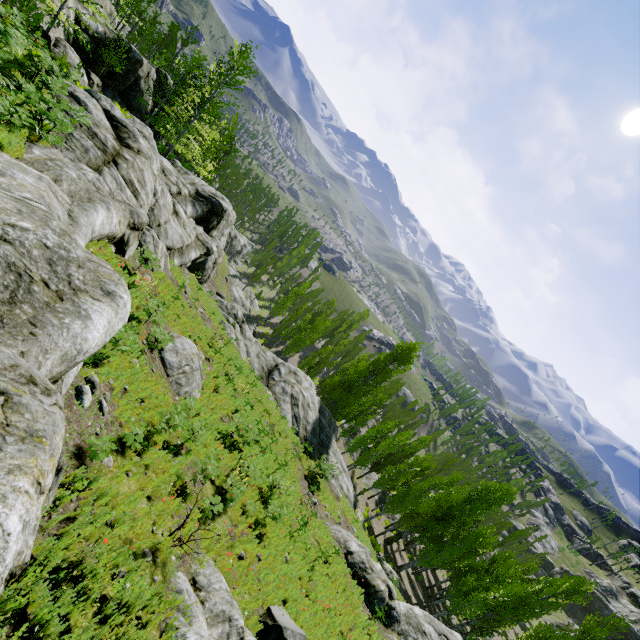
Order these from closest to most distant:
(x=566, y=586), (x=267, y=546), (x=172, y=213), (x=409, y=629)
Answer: (x=267, y=546)
(x=409, y=629)
(x=172, y=213)
(x=566, y=586)

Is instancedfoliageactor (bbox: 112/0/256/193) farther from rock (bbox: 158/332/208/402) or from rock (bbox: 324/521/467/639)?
rock (bbox: 324/521/467/639)

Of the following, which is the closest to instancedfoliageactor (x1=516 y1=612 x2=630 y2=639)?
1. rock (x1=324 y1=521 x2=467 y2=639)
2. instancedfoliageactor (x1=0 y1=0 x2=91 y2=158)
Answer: instancedfoliageactor (x1=0 y1=0 x2=91 y2=158)

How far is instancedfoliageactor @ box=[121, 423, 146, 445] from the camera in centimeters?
757cm

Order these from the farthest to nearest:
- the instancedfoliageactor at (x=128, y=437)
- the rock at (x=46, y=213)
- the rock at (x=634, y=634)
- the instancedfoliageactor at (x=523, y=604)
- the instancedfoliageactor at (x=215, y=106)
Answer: the rock at (x=634, y=634)
the instancedfoliageactor at (x=523, y=604)
the instancedfoliageactor at (x=215, y=106)
the instancedfoliageactor at (x=128, y=437)
the rock at (x=46, y=213)

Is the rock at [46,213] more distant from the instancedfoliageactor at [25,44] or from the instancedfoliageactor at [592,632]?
the instancedfoliageactor at [592,632]

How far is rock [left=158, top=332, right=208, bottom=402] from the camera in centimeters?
1162cm
